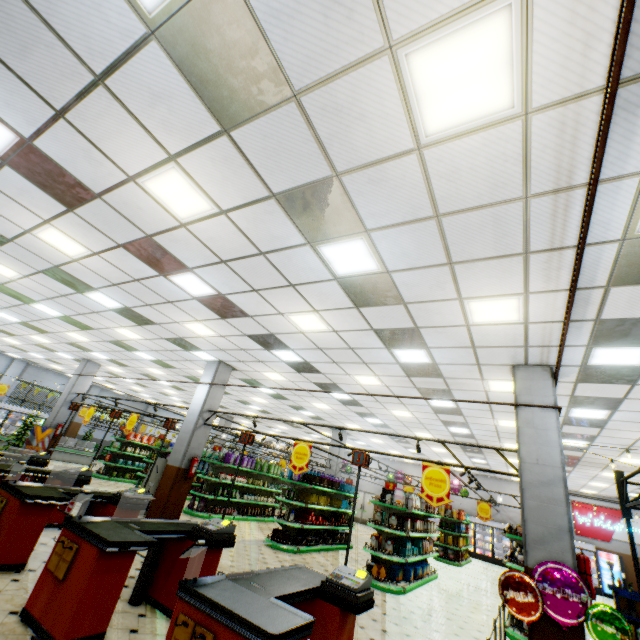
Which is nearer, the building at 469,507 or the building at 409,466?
the building at 469,507

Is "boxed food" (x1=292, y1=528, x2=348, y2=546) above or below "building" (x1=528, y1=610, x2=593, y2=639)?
below

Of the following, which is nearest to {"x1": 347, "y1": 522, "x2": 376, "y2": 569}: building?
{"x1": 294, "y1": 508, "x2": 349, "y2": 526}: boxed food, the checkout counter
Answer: the checkout counter

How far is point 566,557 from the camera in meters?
5.0

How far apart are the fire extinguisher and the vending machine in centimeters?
1923cm

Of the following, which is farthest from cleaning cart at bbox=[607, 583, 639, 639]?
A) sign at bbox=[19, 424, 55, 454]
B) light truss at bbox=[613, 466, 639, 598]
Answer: sign at bbox=[19, 424, 55, 454]

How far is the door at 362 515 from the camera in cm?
2508

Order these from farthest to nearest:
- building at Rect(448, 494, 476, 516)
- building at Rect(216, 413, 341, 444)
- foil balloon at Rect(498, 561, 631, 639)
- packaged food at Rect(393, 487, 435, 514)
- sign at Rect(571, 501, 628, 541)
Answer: building at Rect(448, 494, 476, 516) → building at Rect(216, 413, 341, 444) → sign at Rect(571, 501, 628, 541) → packaged food at Rect(393, 487, 435, 514) → foil balloon at Rect(498, 561, 631, 639)
